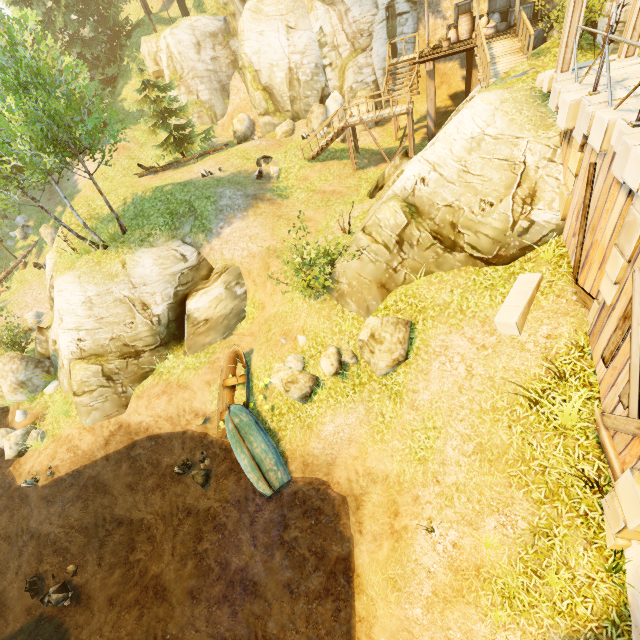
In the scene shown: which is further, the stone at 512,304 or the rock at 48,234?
the rock at 48,234

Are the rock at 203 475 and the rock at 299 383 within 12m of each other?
yes

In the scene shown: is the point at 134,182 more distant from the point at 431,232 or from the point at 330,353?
the point at 431,232

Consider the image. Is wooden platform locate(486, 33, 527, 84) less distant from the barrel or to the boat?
the barrel

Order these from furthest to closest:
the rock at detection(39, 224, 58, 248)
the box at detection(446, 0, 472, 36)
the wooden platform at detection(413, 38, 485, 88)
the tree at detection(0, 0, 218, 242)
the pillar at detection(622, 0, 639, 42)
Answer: the rock at detection(39, 224, 58, 248), the box at detection(446, 0, 472, 36), the wooden platform at detection(413, 38, 485, 88), the tree at detection(0, 0, 218, 242), the pillar at detection(622, 0, 639, 42)

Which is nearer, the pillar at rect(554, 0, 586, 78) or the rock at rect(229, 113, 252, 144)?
the pillar at rect(554, 0, 586, 78)

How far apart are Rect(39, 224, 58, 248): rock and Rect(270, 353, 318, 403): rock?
24.9 meters

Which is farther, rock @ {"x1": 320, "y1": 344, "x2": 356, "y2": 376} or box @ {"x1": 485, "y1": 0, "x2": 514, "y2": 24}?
box @ {"x1": 485, "y1": 0, "x2": 514, "y2": 24}
